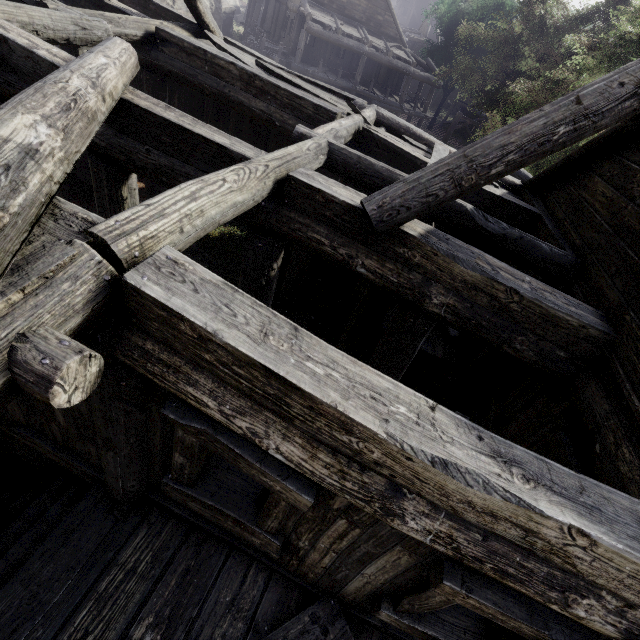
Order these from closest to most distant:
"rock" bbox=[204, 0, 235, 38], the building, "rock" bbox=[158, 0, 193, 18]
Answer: the building, "rock" bbox=[158, 0, 193, 18], "rock" bbox=[204, 0, 235, 38]

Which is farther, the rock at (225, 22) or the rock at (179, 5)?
the rock at (225, 22)

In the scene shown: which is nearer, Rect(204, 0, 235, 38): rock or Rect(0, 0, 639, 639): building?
Rect(0, 0, 639, 639): building

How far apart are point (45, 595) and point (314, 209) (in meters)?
4.66

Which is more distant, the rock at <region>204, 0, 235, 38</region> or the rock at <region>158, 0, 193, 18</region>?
the rock at <region>204, 0, 235, 38</region>

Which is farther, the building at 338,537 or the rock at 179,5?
the rock at 179,5
